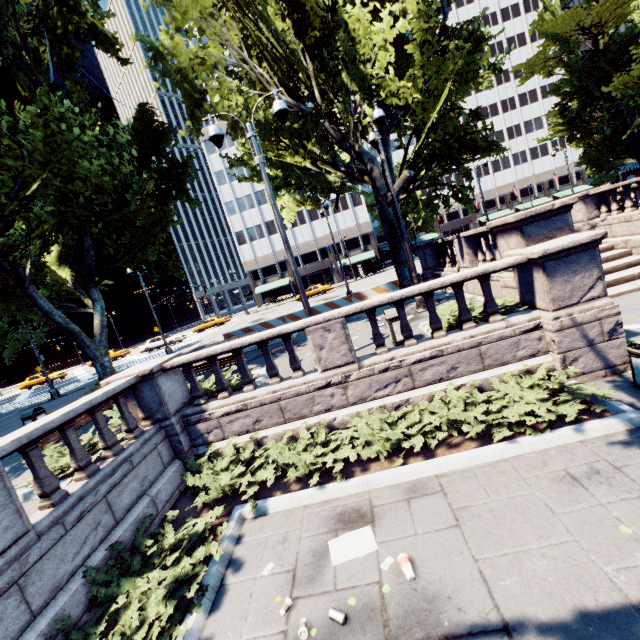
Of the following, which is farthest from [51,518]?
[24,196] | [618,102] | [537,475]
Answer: [618,102]

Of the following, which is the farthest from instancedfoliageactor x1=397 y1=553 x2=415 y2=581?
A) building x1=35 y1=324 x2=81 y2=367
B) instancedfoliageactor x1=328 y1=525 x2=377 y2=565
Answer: building x1=35 y1=324 x2=81 y2=367

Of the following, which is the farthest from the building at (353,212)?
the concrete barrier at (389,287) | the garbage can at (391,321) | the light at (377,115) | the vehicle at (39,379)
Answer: the garbage can at (391,321)

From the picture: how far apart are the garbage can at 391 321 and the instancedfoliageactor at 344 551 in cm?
479

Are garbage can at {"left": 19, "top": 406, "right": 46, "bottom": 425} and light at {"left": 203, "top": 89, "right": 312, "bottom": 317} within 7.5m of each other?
no

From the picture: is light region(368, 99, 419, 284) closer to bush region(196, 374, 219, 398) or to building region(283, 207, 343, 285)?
bush region(196, 374, 219, 398)

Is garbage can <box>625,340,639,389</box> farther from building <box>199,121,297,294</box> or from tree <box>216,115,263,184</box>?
building <box>199,121,297,294</box>

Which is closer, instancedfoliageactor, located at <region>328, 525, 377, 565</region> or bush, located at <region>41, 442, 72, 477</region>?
instancedfoliageactor, located at <region>328, 525, 377, 565</region>
